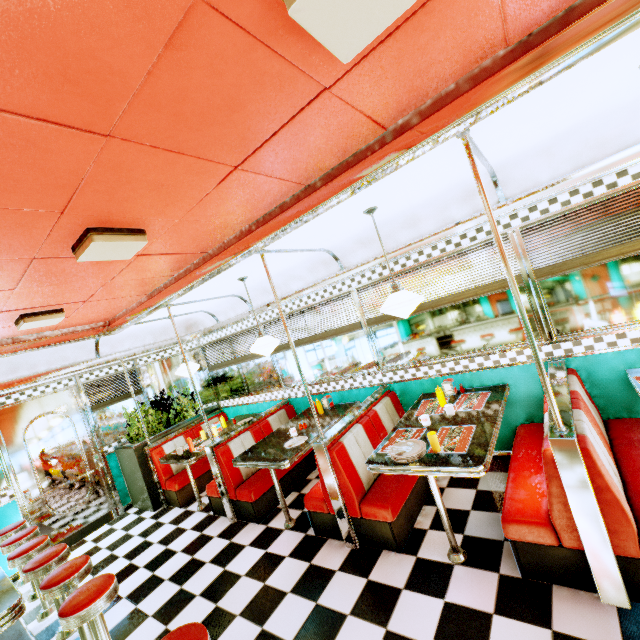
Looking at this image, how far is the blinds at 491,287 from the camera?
3.4m

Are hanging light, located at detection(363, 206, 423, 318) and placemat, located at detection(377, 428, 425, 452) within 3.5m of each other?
yes

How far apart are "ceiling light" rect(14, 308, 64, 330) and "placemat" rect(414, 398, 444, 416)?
3.97m

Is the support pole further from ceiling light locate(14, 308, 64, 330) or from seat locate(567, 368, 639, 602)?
ceiling light locate(14, 308, 64, 330)

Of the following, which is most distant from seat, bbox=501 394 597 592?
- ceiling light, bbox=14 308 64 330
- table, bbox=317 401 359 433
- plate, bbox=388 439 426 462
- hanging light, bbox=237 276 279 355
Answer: ceiling light, bbox=14 308 64 330

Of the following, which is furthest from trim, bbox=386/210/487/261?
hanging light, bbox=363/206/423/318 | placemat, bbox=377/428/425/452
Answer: placemat, bbox=377/428/425/452

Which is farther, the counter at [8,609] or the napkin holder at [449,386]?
the napkin holder at [449,386]

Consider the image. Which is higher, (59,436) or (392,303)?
(392,303)
